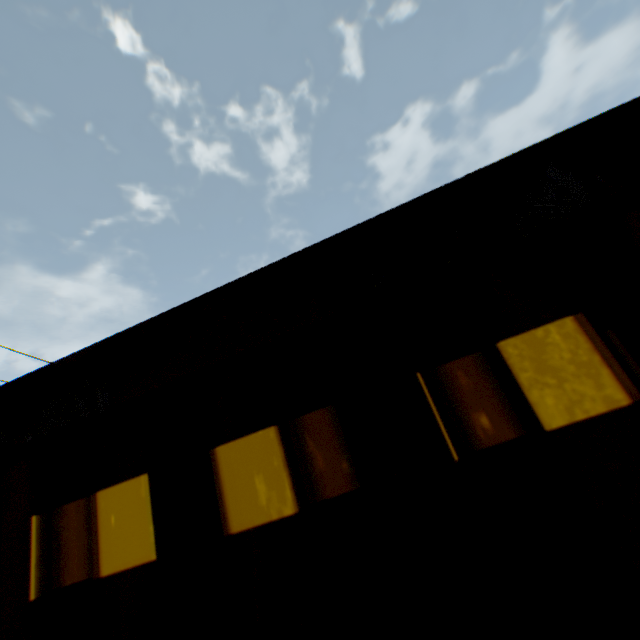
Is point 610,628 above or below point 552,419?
below
